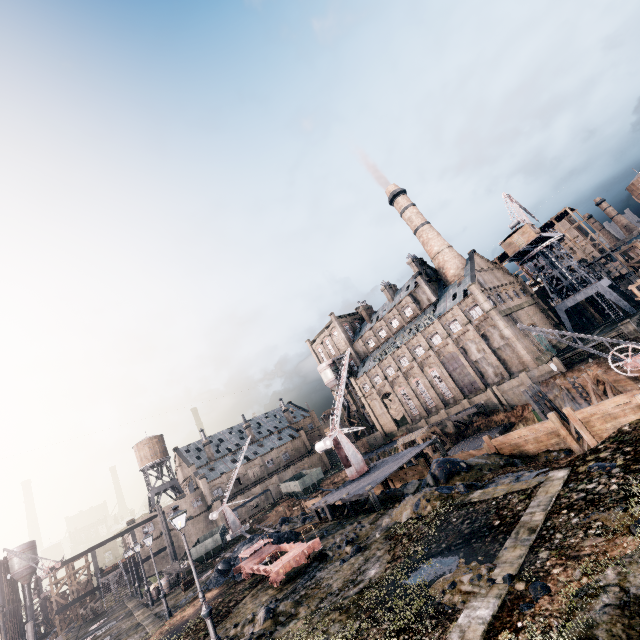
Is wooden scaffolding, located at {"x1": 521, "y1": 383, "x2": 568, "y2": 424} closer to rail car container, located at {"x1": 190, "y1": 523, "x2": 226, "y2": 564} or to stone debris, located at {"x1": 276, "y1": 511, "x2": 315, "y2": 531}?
stone debris, located at {"x1": 276, "y1": 511, "x2": 315, "y2": 531}

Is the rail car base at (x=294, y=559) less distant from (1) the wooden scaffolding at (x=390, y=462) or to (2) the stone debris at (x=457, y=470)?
(2) the stone debris at (x=457, y=470)

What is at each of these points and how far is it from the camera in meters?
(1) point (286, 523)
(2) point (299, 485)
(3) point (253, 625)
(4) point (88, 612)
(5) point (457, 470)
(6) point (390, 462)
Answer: (1) stone debris, 34.2
(2) rail car container, 54.2
(3) stone debris, 13.6
(4) wood pile, 46.5
(5) stone debris, 19.2
(6) wooden scaffolding, 27.2

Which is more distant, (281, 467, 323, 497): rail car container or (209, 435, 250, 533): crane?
(281, 467, 323, 497): rail car container

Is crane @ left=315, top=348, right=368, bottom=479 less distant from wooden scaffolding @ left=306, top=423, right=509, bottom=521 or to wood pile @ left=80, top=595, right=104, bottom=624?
wooden scaffolding @ left=306, top=423, right=509, bottom=521

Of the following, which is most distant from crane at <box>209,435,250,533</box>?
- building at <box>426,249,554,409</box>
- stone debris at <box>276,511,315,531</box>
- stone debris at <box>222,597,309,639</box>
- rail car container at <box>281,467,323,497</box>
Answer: stone debris at <box>222,597,309,639</box>

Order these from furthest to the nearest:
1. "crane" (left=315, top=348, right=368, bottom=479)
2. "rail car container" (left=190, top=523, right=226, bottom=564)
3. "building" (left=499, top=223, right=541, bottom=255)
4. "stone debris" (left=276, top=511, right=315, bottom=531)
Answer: "building" (left=499, top=223, right=541, bottom=255)
"rail car container" (left=190, top=523, right=226, bottom=564)
"stone debris" (left=276, top=511, right=315, bottom=531)
"crane" (left=315, top=348, right=368, bottom=479)

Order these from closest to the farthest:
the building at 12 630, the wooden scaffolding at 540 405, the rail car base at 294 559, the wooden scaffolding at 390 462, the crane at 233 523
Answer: the rail car base at 294 559 → the wooden scaffolding at 390 462 → the wooden scaffolding at 540 405 → the crane at 233 523 → the building at 12 630
